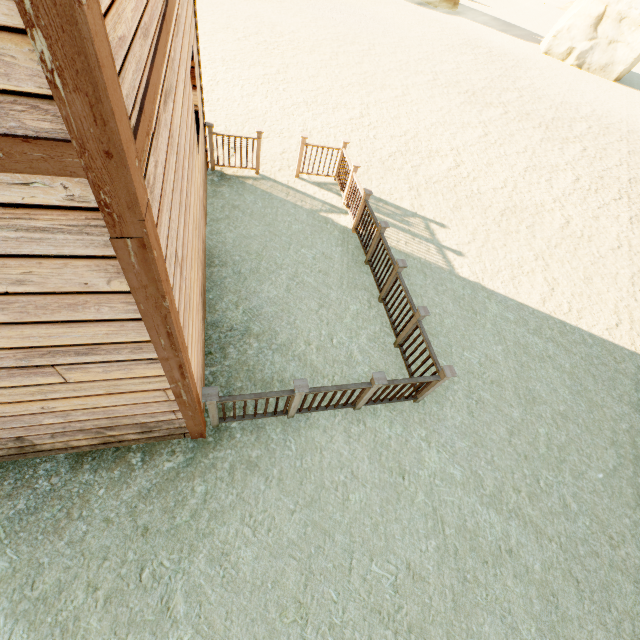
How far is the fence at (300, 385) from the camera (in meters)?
3.82

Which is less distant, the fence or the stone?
the fence

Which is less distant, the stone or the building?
the building

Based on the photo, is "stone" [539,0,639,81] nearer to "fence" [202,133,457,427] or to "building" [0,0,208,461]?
"fence" [202,133,457,427]

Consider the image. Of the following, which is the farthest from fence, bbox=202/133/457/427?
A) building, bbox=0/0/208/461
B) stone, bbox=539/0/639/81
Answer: stone, bbox=539/0/639/81

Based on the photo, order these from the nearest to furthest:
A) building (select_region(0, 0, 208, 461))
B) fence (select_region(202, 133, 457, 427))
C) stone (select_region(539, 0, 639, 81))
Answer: building (select_region(0, 0, 208, 461)) → fence (select_region(202, 133, 457, 427)) → stone (select_region(539, 0, 639, 81))

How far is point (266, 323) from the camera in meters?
5.3 m

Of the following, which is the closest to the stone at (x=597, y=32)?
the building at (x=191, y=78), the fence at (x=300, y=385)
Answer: the fence at (x=300, y=385)
